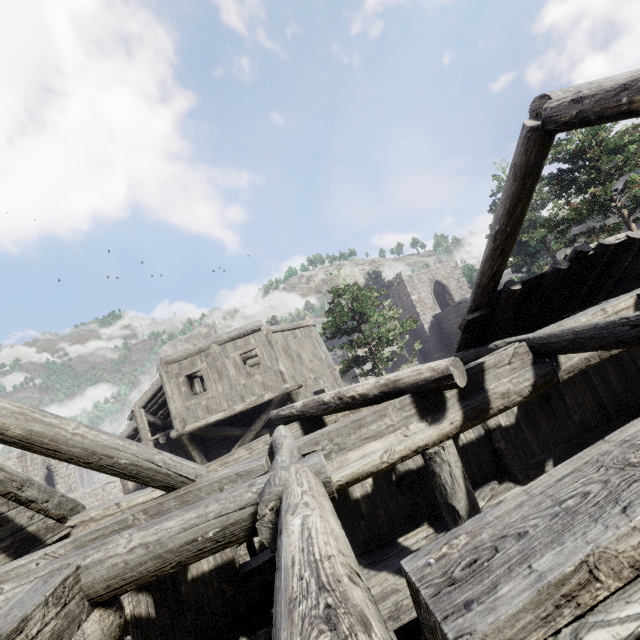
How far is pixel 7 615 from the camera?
2.14m
